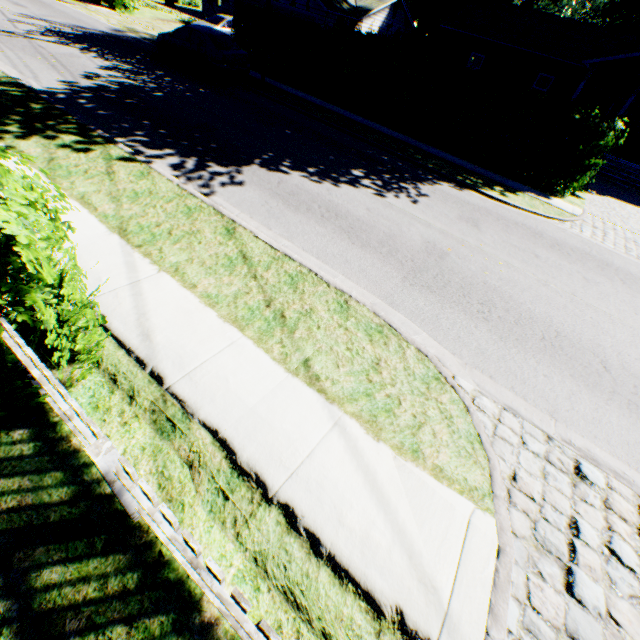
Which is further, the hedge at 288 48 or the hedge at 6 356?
the hedge at 288 48

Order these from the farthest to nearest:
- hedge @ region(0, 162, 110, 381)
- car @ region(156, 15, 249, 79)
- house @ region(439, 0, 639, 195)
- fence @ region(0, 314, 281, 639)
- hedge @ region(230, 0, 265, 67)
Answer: house @ region(439, 0, 639, 195) → hedge @ region(230, 0, 265, 67) → car @ region(156, 15, 249, 79) → hedge @ region(0, 162, 110, 381) → fence @ region(0, 314, 281, 639)

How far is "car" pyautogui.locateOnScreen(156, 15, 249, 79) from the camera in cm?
1416

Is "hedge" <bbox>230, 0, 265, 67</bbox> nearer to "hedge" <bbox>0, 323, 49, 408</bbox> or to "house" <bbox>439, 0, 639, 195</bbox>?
"house" <bbox>439, 0, 639, 195</bbox>

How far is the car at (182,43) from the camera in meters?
14.2

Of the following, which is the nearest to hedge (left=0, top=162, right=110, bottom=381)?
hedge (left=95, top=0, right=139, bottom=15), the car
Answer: the car

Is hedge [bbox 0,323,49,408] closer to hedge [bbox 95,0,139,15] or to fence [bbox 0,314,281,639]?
fence [bbox 0,314,281,639]

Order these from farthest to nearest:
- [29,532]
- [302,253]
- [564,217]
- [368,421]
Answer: [564,217]
[302,253]
[368,421]
[29,532]
